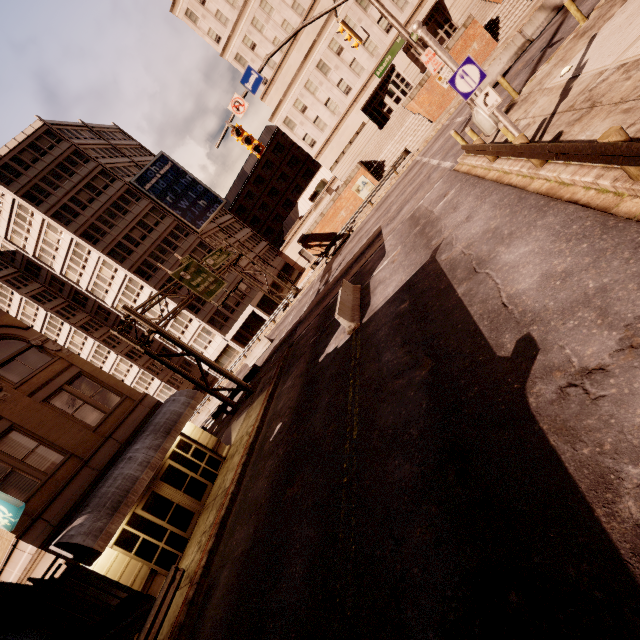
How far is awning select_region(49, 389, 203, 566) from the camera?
10.7m

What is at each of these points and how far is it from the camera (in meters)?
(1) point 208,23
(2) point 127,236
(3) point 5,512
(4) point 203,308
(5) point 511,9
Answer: (1) building, 38.25
(2) building, 42.22
(3) sign, 10.02
(4) building, 44.28
(5) bp, 26.58

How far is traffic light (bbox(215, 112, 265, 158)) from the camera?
14.66m

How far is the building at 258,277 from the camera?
47.0m

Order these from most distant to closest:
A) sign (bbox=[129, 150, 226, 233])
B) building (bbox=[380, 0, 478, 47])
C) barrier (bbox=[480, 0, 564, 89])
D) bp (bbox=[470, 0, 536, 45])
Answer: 1. sign (bbox=[129, 150, 226, 233])
2. building (bbox=[380, 0, 478, 47])
3. bp (bbox=[470, 0, 536, 45])
4. barrier (bbox=[480, 0, 564, 89])

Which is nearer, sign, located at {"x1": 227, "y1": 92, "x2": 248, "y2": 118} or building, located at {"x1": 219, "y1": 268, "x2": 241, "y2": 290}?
sign, located at {"x1": 227, "y1": 92, "x2": 248, "y2": 118}

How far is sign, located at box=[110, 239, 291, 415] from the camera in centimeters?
2169cm

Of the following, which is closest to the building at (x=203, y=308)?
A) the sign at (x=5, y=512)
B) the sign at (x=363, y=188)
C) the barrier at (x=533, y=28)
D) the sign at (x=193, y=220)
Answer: the sign at (x=193, y=220)
